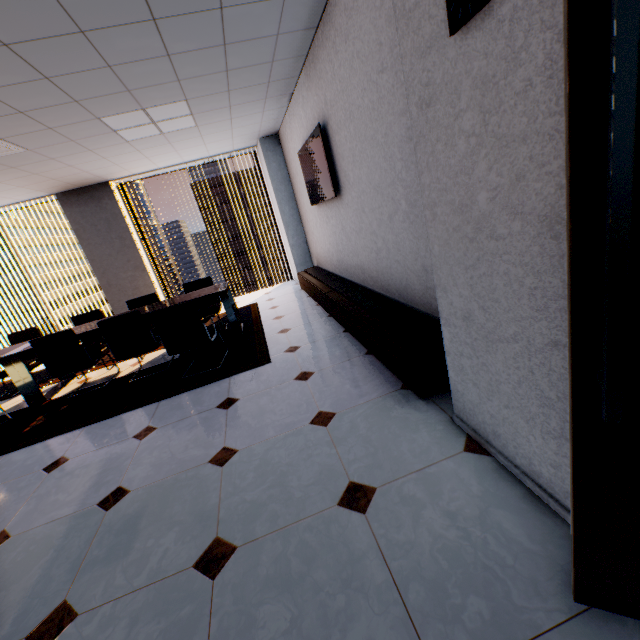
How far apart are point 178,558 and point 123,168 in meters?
6.3 m

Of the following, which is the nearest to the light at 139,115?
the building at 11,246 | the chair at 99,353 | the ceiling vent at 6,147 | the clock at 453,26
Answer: the ceiling vent at 6,147

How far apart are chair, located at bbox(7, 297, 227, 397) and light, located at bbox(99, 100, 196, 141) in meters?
2.2 m

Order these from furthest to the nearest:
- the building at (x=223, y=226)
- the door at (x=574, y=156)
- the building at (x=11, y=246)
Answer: the building at (x=223, y=226) → the building at (x=11, y=246) → the door at (x=574, y=156)

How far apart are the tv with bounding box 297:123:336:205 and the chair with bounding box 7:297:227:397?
2.8 meters

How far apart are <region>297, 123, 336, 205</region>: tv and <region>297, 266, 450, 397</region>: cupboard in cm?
115

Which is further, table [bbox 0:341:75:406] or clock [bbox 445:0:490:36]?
table [bbox 0:341:75:406]

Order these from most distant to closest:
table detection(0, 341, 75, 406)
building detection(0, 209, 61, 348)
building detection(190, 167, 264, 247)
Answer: building detection(190, 167, 264, 247), building detection(0, 209, 61, 348), table detection(0, 341, 75, 406)
